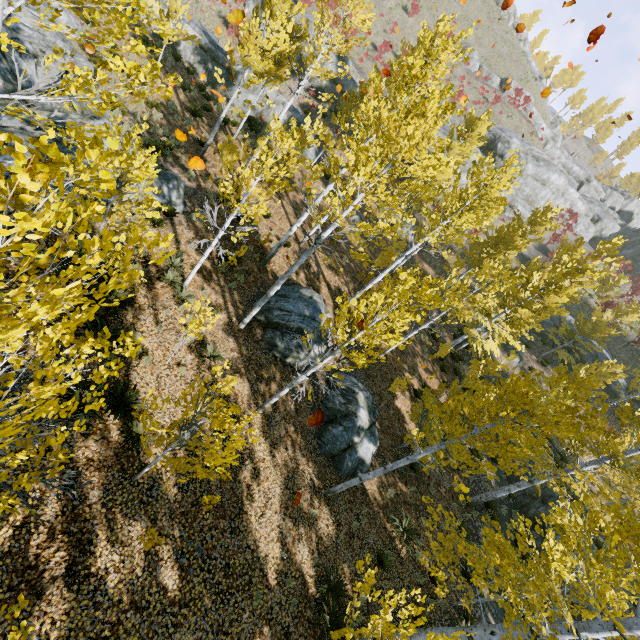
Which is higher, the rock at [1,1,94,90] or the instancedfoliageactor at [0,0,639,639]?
the instancedfoliageactor at [0,0,639,639]

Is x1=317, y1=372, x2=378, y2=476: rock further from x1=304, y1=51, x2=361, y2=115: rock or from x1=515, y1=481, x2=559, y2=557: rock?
x1=304, y1=51, x2=361, y2=115: rock

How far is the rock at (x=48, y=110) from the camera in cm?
1037

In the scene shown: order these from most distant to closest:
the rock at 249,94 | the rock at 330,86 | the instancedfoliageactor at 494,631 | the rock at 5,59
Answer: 1. the rock at 330,86
2. the rock at 249,94
3. the rock at 5,59
4. the instancedfoliageactor at 494,631

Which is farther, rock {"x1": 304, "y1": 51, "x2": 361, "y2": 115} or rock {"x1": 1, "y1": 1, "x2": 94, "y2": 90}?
rock {"x1": 304, "y1": 51, "x2": 361, "y2": 115}

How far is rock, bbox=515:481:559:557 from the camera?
16.4m

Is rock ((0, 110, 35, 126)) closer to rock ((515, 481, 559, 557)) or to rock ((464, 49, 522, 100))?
rock ((515, 481, 559, 557))

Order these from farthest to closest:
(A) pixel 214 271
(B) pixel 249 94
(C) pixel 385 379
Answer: (B) pixel 249 94
(C) pixel 385 379
(A) pixel 214 271
